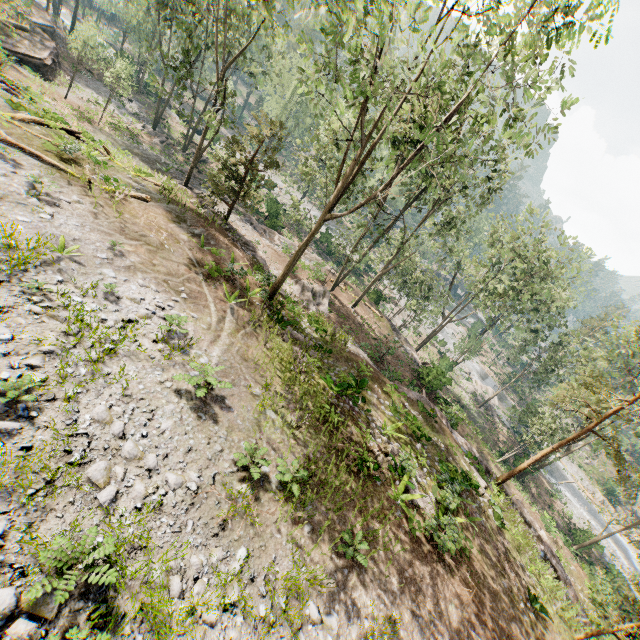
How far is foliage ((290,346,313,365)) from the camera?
14.8 meters

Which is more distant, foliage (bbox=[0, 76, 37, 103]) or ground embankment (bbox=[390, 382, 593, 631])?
foliage (bbox=[0, 76, 37, 103])

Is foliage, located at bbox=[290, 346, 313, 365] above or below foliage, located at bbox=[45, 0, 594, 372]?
below

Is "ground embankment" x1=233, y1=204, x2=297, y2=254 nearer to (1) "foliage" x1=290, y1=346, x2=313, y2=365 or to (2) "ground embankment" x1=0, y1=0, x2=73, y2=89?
(1) "foliage" x1=290, y1=346, x2=313, y2=365

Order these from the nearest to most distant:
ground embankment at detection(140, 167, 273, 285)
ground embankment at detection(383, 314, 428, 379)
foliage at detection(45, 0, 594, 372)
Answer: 1. foliage at detection(45, 0, 594, 372)
2. ground embankment at detection(140, 167, 273, 285)
3. ground embankment at detection(383, 314, 428, 379)

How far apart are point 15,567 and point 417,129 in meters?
22.1

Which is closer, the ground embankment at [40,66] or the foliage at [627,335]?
the foliage at [627,335]

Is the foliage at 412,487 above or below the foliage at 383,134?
below
